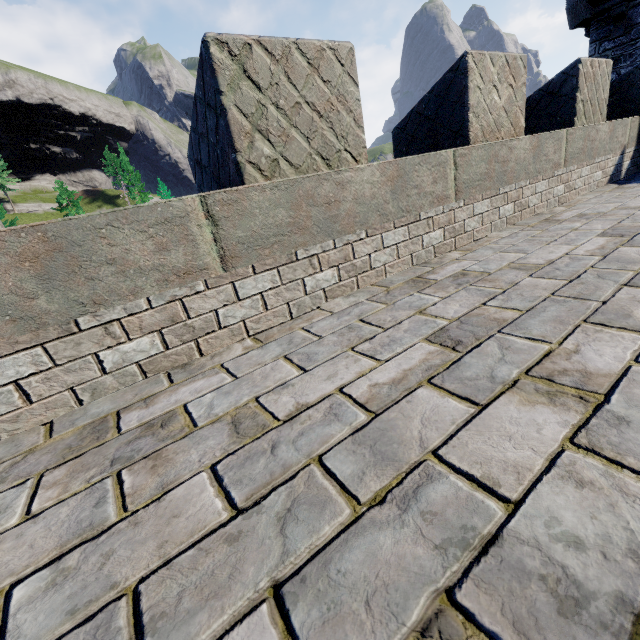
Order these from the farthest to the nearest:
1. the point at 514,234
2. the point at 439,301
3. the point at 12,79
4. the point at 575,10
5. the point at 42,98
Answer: the point at 42,98 < the point at 12,79 < the point at 575,10 < the point at 514,234 < the point at 439,301
